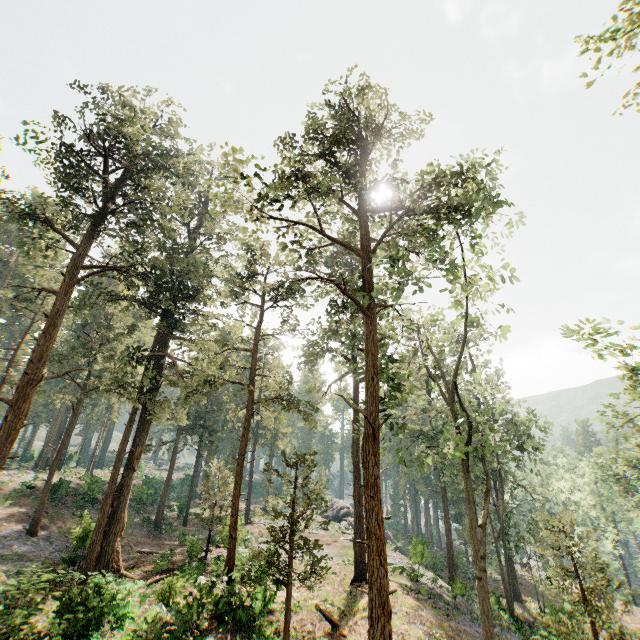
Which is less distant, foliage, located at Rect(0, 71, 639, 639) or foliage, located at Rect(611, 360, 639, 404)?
foliage, located at Rect(611, 360, 639, 404)

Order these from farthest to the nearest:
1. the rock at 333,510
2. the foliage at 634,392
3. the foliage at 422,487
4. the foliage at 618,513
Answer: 1. the rock at 333,510
2. the foliage at 422,487
3. the foliage at 618,513
4. the foliage at 634,392

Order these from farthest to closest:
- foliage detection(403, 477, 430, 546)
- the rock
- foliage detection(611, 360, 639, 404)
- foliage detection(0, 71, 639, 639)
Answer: the rock
foliage detection(403, 477, 430, 546)
foliage detection(0, 71, 639, 639)
foliage detection(611, 360, 639, 404)

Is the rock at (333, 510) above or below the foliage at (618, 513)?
below

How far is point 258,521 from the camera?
42.8m

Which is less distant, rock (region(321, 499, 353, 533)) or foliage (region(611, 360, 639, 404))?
foliage (region(611, 360, 639, 404))

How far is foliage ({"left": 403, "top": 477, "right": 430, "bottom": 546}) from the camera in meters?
27.6 m
